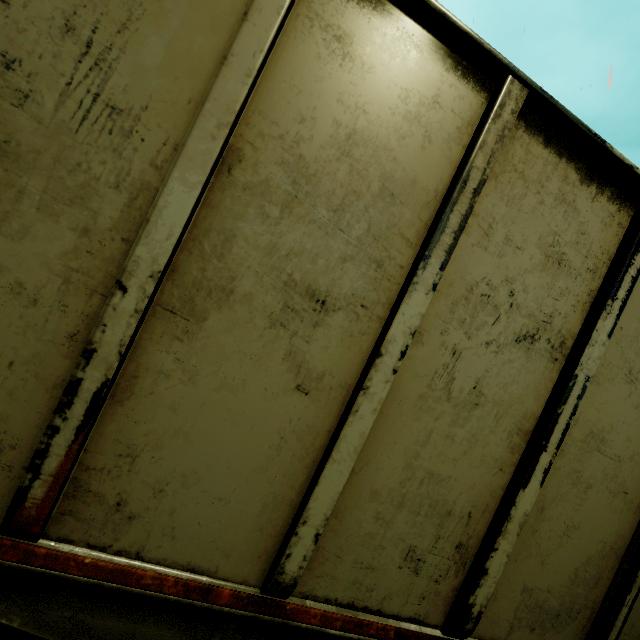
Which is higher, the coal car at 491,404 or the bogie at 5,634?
the coal car at 491,404

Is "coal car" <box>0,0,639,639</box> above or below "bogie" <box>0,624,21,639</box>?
above

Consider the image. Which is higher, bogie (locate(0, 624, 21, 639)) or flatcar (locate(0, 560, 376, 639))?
flatcar (locate(0, 560, 376, 639))

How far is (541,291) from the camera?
1.8 meters

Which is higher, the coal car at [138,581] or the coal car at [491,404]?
the coal car at [491,404]

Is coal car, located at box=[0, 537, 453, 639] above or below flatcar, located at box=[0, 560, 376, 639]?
above
